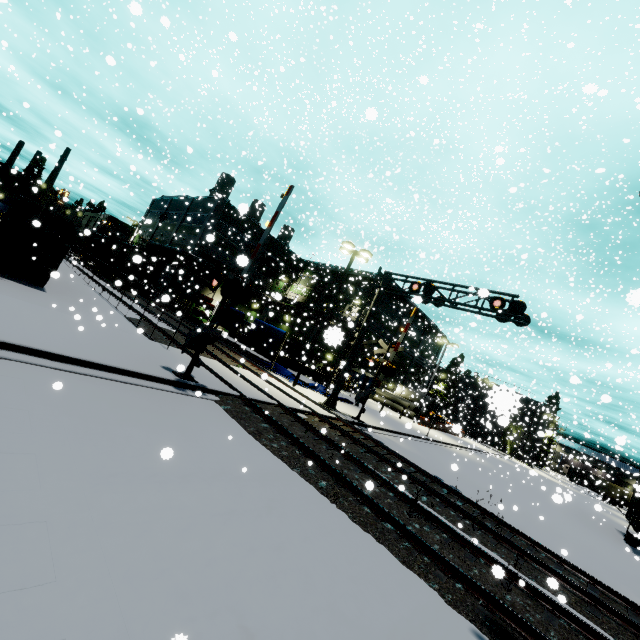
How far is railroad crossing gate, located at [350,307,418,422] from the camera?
18.73m

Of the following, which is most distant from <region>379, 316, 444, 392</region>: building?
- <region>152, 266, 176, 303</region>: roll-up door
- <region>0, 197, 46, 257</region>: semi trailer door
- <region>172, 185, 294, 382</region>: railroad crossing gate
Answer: <region>172, 185, 294, 382</region>: railroad crossing gate

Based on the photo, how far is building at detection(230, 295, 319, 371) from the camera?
33.2 meters

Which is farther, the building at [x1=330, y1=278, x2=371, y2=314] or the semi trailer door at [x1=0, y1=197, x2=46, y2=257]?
the building at [x1=330, y1=278, x2=371, y2=314]

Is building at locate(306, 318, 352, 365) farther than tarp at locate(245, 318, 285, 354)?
No

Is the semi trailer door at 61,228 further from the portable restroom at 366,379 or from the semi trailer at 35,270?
the portable restroom at 366,379

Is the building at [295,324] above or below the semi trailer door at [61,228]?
above

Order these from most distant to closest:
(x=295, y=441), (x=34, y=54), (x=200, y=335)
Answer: (x=34, y=54) < (x=200, y=335) < (x=295, y=441)
